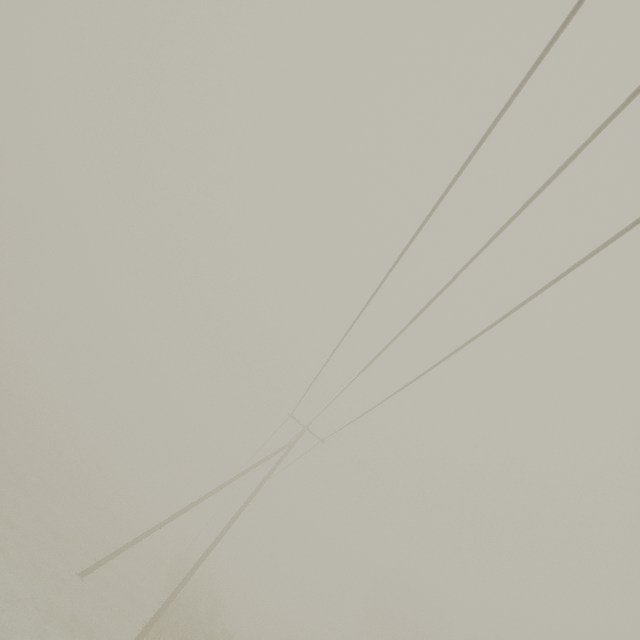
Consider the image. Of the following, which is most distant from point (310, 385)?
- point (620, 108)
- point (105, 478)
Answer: point (105, 478)

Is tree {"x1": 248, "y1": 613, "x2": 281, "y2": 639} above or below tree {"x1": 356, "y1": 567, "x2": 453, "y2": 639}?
below

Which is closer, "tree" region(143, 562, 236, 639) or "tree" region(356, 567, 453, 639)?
"tree" region(143, 562, 236, 639)

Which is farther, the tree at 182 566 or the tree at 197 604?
the tree at 182 566

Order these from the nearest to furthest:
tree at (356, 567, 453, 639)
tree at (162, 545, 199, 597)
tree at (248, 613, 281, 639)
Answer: tree at (162, 545, 199, 597)
tree at (356, 567, 453, 639)
tree at (248, 613, 281, 639)

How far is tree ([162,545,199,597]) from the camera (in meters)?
26.00

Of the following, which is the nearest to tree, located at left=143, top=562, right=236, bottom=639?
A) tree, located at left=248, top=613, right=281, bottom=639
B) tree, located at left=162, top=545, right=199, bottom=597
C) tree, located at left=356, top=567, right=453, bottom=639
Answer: tree, located at left=162, top=545, right=199, bottom=597

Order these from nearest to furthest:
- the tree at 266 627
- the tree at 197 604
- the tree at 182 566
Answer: the tree at 197 604 < the tree at 182 566 < the tree at 266 627
